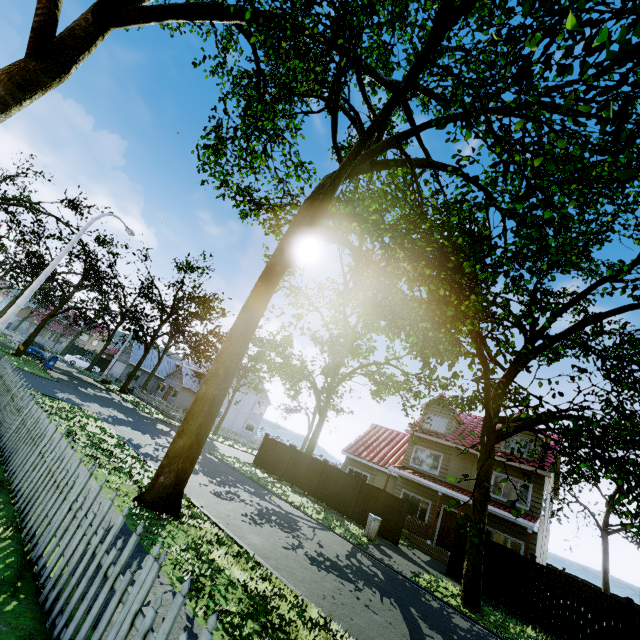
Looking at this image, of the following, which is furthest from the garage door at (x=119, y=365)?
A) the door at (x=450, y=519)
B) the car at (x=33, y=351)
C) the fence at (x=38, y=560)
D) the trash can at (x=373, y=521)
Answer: the door at (x=450, y=519)

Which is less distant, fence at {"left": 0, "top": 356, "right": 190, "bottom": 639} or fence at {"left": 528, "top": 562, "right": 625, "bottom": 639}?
fence at {"left": 0, "top": 356, "right": 190, "bottom": 639}

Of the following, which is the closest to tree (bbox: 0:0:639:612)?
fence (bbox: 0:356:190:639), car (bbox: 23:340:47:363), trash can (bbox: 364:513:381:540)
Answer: fence (bbox: 0:356:190:639)

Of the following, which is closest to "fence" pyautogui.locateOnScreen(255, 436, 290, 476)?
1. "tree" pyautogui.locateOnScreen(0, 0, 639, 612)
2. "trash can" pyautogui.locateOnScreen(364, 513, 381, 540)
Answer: "tree" pyautogui.locateOnScreen(0, 0, 639, 612)

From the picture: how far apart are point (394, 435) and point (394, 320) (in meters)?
16.06

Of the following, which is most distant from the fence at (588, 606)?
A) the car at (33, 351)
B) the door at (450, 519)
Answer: the door at (450, 519)

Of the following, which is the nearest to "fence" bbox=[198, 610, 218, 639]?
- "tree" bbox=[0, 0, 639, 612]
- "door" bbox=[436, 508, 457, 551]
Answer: "tree" bbox=[0, 0, 639, 612]
